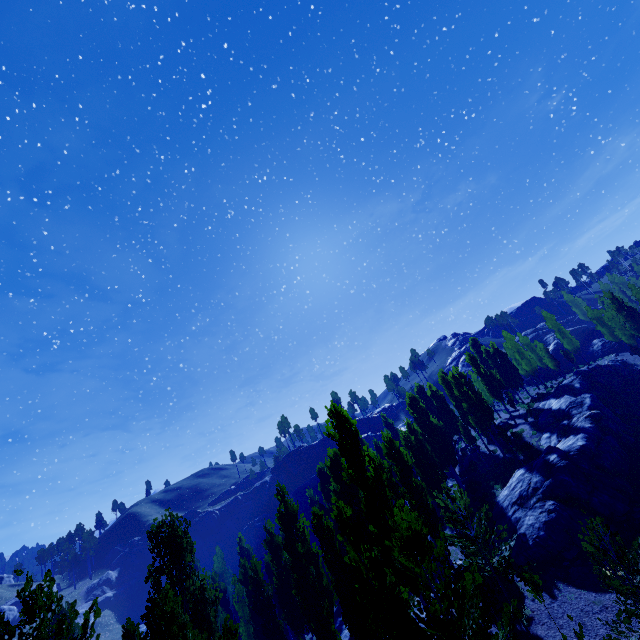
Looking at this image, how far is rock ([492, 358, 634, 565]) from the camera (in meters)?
18.91

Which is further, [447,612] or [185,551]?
[185,551]

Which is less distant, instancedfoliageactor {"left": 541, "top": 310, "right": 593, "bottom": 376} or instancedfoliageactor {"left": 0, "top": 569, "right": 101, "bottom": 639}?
instancedfoliageactor {"left": 0, "top": 569, "right": 101, "bottom": 639}

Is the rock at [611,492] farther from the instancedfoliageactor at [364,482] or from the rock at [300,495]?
the rock at [300,495]

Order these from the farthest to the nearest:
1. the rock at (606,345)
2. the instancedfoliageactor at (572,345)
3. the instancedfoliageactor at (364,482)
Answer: the rock at (606,345)
the instancedfoliageactor at (572,345)
the instancedfoliageactor at (364,482)

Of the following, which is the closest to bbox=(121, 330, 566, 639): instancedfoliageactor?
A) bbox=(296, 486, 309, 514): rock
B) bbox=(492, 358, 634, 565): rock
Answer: bbox=(492, 358, 634, 565): rock

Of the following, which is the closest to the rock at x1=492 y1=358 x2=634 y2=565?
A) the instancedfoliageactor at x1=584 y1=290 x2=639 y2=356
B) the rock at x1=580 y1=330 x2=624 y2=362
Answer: the instancedfoliageactor at x1=584 y1=290 x2=639 y2=356

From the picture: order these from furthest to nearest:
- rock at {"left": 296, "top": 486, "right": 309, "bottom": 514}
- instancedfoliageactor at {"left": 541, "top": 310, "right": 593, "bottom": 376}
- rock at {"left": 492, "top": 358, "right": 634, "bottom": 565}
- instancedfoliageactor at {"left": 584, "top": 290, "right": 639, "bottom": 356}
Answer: rock at {"left": 296, "top": 486, "right": 309, "bottom": 514}
instancedfoliageactor at {"left": 541, "top": 310, "right": 593, "bottom": 376}
instancedfoliageactor at {"left": 584, "top": 290, "right": 639, "bottom": 356}
rock at {"left": 492, "top": 358, "right": 634, "bottom": 565}
